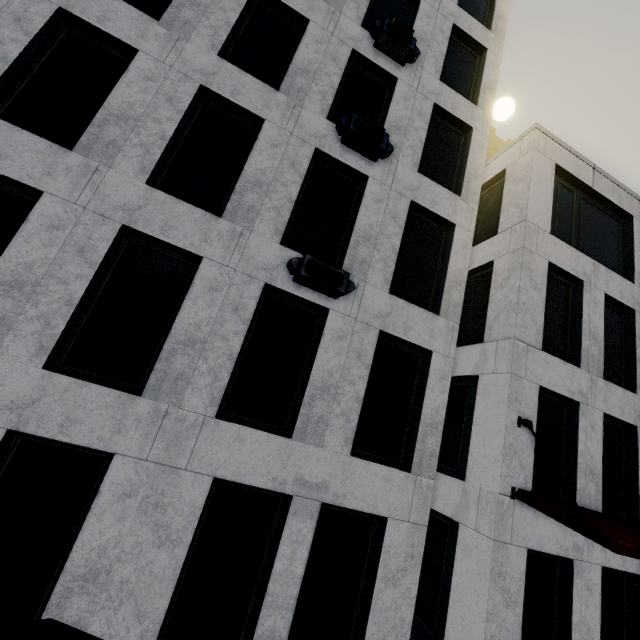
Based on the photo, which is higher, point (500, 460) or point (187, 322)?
point (187, 322)

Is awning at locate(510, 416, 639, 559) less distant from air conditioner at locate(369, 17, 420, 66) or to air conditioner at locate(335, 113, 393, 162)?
air conditioner at locate(335, 113, 393, 162)

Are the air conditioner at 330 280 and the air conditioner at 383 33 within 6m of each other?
no

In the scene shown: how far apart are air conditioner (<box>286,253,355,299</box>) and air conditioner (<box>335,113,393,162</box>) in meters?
3.5

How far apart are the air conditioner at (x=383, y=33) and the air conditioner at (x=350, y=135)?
3.2 meters

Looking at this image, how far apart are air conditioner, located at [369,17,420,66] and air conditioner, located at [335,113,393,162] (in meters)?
3.15

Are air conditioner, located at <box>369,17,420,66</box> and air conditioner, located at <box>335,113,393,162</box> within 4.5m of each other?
yes

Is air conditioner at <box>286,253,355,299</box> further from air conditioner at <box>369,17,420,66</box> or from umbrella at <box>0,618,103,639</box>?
air conditioner at <box>369,17,420,66</box>
